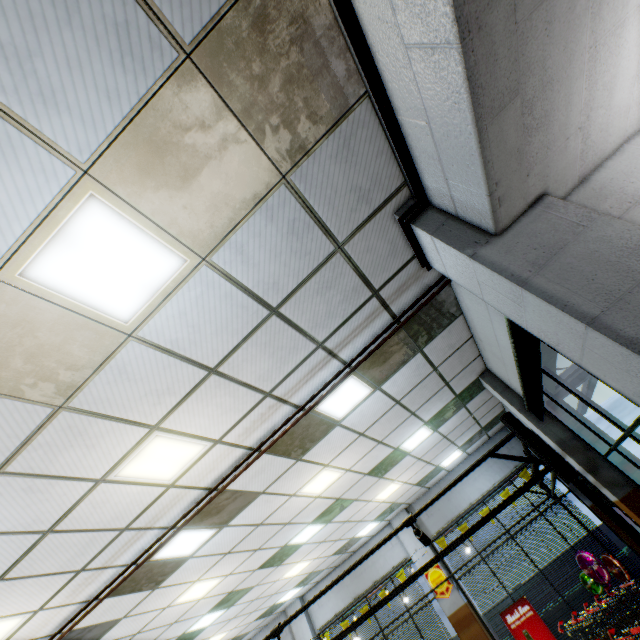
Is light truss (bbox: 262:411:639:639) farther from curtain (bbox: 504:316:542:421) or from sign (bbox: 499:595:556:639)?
sign (bbox: 499:595:556:639)

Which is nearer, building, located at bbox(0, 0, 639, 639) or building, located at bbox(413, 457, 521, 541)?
building, located at bbox(0, 0, 639, 639)

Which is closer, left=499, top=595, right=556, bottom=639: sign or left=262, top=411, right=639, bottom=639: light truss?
left=262, top=411, right=639, bottom=639: light truss

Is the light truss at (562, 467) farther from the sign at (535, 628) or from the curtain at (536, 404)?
the sign at (535, 628)

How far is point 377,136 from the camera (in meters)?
2.61

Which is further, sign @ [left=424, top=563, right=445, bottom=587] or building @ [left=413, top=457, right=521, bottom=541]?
building @ [left=413, top=457, right=521, bottom=541]

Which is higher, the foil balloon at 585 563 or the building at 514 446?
the building at 514 446

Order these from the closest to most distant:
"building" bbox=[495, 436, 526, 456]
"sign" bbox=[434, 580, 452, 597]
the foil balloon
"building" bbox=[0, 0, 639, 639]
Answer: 1. "building" bbox=[0, 0, 639, 639]
2. the foil balloon
3. "sign" bbox=[434, 580, 452, 597]
4. "building" bbox=[495, 436, 526, 456]
